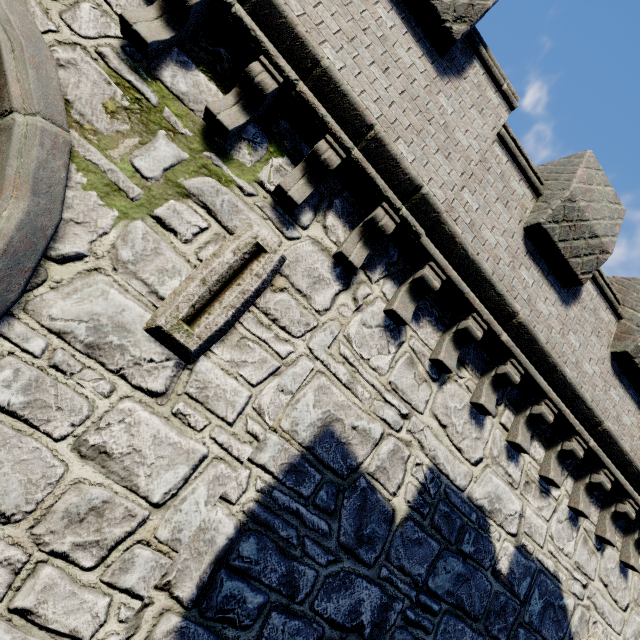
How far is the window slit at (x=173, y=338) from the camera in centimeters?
295cm

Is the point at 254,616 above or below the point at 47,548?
above

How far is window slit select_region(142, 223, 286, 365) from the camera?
2.95m
